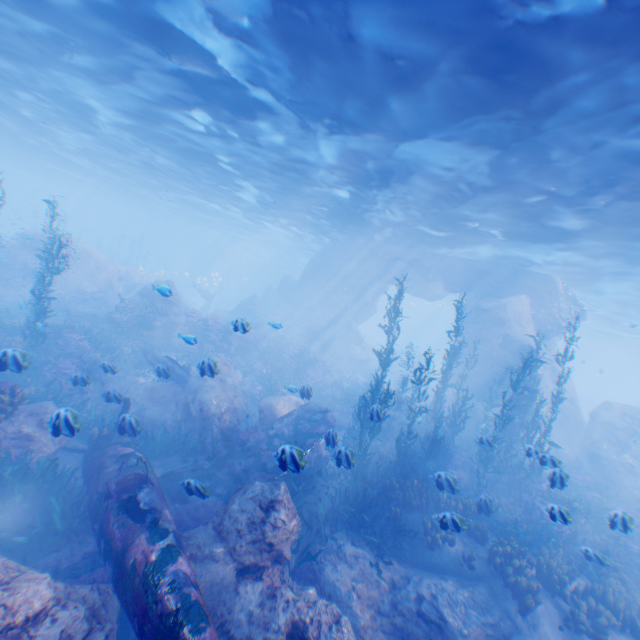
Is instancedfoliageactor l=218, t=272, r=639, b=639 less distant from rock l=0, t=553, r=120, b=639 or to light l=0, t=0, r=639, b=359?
rock l=0, t=553, r=120, b=639

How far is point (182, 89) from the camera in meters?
12.4 m

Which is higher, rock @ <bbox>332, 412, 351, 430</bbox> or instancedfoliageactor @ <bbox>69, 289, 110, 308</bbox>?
instancedfoliageactor @ <bbox>69, 289, 110, 308</bbox>

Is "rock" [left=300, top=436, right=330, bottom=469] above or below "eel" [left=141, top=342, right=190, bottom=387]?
below

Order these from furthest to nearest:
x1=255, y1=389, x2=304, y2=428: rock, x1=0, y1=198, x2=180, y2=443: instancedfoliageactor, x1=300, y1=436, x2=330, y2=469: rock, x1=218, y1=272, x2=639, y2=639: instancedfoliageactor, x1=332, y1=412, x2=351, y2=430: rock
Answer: x1=332, y1=412, x2=351, y2=430: rock < x1=255, y1=389, x2=304, y2=428: rock < x1=300, y1=436, x2=330, y2=469: rock < x1=0, y1=198, x2=180, y2=443: instancedfoliageactor < x1=218, y1=272, x2=639, y2=639: instancedfoliageactor

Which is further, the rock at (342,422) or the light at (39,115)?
the rock at (342,422)

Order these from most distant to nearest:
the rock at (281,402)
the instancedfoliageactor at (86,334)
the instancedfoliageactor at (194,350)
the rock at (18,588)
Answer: the instancedfoliageactor at (194,350) < the rock at (281,402) < the instancedfoliageactor at (86,334) < the rock at (18,588)
